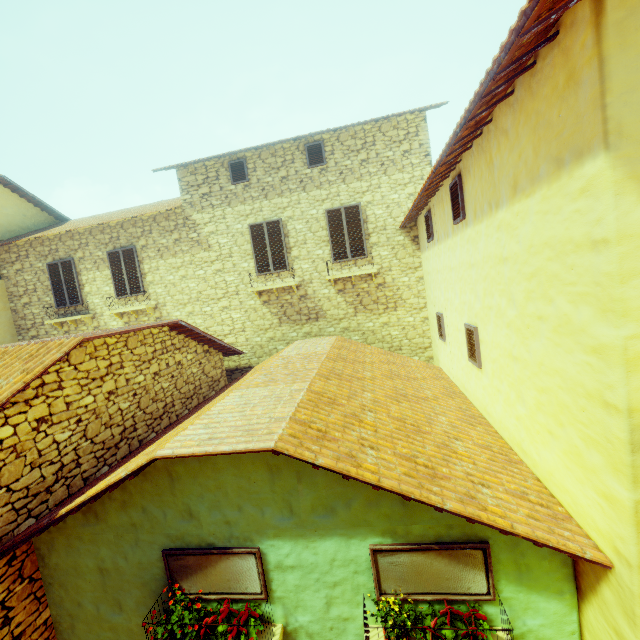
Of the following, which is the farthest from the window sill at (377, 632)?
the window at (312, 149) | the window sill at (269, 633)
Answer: the window at (312, 149)

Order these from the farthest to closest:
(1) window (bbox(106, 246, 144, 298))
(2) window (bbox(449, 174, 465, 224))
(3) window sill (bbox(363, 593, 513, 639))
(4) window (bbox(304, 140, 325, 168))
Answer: (1) window (bbox(106, 246, 144, 298))
(4) window (bbox(304, 140, 325, 168))
(2) window (bbox(449, 174, 465, 224))
(3) window sill (bbox(363, 593, 513, 639))

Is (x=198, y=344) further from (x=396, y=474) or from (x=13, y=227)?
(x=13, y=227)

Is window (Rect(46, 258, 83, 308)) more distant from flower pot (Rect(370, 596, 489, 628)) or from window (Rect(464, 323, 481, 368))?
window (Rect(464, 323, 481, 368))

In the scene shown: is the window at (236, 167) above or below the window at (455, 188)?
above

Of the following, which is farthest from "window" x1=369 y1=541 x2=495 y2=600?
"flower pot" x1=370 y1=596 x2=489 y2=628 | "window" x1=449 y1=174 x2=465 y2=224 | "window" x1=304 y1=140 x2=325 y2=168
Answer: "window" x1=304 y1=140 x2=325 y2=168

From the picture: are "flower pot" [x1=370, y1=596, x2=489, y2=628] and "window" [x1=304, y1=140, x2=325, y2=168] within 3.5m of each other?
no

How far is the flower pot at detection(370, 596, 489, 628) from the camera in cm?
328
